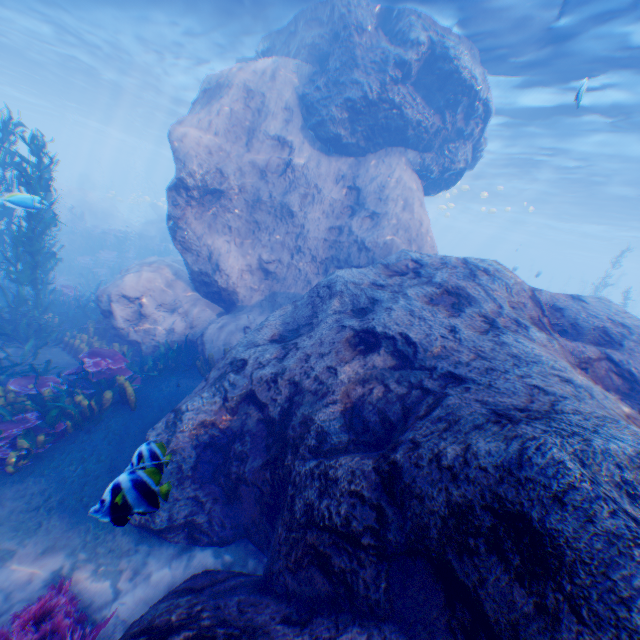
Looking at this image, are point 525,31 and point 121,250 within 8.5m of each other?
no

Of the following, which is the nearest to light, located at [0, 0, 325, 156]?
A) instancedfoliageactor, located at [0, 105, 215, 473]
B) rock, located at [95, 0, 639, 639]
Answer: rock, located at [95, 0, 639, 639]

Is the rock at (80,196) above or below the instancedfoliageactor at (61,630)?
above

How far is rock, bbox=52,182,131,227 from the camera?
21.9 meters

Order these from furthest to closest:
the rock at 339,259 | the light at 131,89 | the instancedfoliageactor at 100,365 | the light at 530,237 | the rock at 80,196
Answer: the rock at 80,196 → the light at 131,89 → the light at 530,237 → the instancedfoliageactor at 100,365 → the rock at 339,259

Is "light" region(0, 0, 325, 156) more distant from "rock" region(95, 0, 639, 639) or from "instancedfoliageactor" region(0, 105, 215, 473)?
"instancedfoliageactor" region(0, 105, 215, 473)
